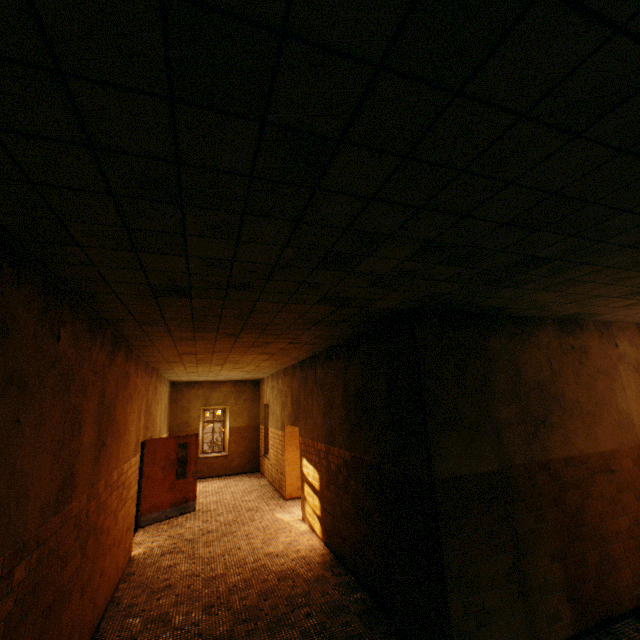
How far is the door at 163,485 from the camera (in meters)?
8.25

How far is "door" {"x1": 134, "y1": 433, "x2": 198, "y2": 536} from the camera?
8.25m

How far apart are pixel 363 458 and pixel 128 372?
4.31m
